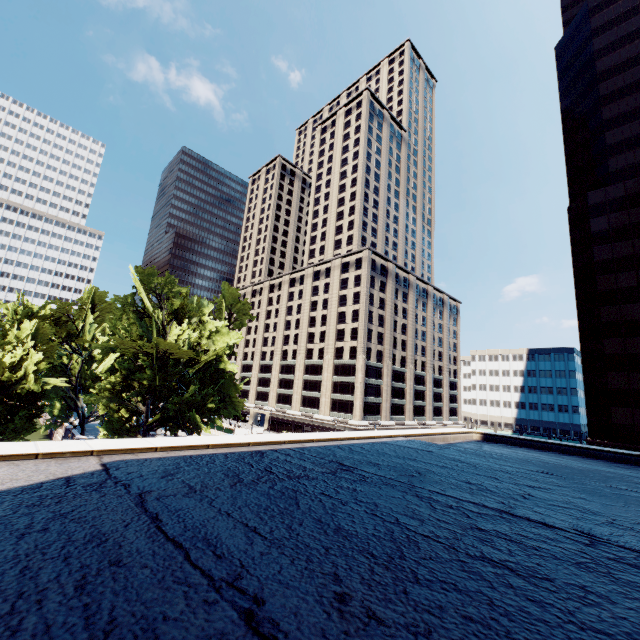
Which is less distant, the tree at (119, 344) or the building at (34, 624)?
the building at (34, 624)

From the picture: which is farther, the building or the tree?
the tree

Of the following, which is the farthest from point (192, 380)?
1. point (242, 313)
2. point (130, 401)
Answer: point (242, 313)
